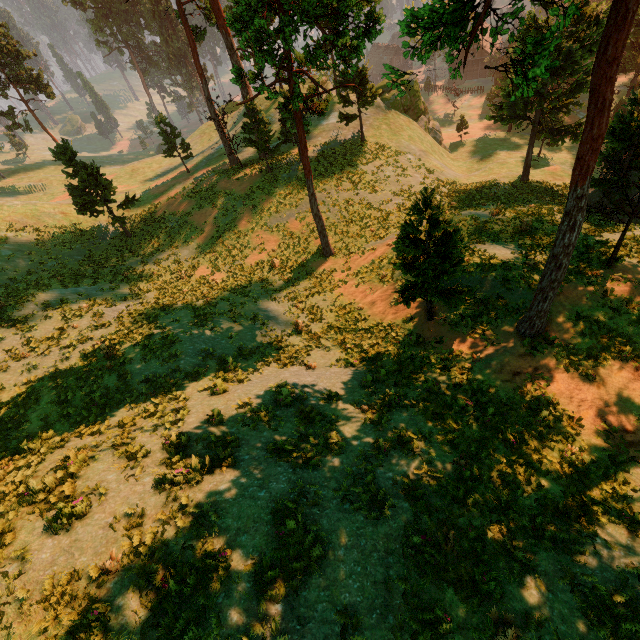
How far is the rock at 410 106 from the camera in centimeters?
3881cm

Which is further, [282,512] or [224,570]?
[282,512]

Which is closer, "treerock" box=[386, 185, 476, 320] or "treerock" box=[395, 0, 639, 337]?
"treerock" box=[395, 0, 639, 337]

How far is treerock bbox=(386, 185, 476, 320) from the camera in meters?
10.9 m

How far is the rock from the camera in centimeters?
3881cm

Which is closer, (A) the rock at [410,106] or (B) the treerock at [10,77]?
(B) the treerock at [10,77]

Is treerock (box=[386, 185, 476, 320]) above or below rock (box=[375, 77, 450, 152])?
above
